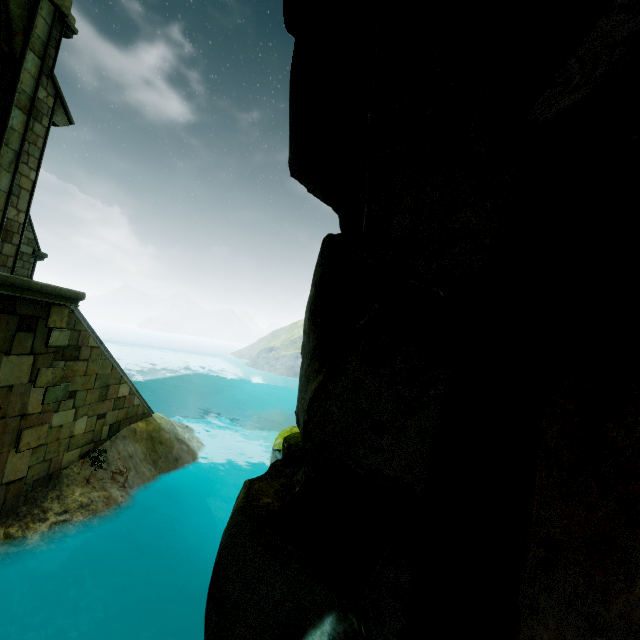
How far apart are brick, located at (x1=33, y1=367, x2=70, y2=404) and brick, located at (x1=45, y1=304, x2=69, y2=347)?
0.44m

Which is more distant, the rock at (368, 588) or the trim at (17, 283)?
the trim at (17, 283)

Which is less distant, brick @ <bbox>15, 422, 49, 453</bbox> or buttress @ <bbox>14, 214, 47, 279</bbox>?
brick @ <bbox>15, 422, 49, 453</bbox>

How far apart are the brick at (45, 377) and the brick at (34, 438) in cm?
44

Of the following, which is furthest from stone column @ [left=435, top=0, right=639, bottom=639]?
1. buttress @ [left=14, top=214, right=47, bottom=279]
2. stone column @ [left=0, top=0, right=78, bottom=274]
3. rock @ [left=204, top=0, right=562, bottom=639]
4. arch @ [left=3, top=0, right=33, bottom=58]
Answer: buttress @ [left=14, top=214, right=47, bottom=279]

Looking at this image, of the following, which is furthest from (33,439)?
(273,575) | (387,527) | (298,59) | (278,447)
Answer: (298,59)

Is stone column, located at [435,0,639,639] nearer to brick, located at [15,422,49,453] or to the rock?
the rock

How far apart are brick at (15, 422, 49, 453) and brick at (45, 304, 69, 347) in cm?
167
